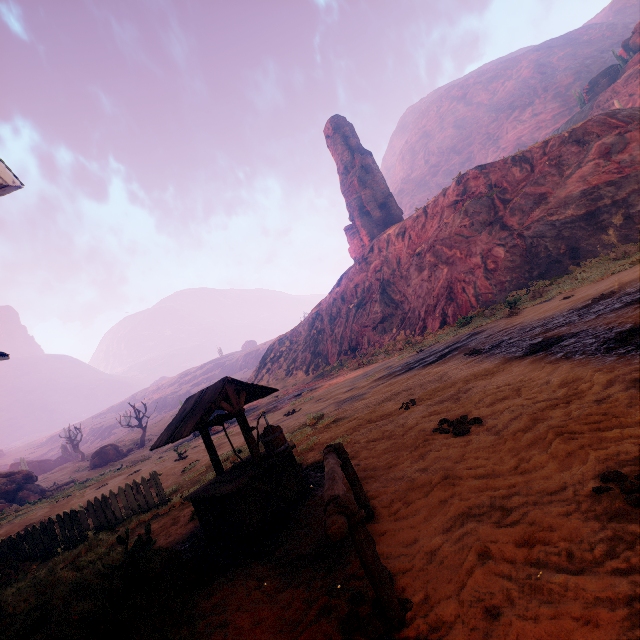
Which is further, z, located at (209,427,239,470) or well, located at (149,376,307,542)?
z, located at (209,427,239,470)

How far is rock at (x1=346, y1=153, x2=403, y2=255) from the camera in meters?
57.0

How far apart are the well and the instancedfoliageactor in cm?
3929

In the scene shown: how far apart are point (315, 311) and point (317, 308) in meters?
1.0

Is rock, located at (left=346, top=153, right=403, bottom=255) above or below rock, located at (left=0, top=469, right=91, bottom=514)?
above

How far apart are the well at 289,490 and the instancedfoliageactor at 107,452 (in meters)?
39.29

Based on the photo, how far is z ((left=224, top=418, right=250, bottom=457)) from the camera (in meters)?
11.04

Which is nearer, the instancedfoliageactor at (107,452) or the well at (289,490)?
the well at (289,490)
